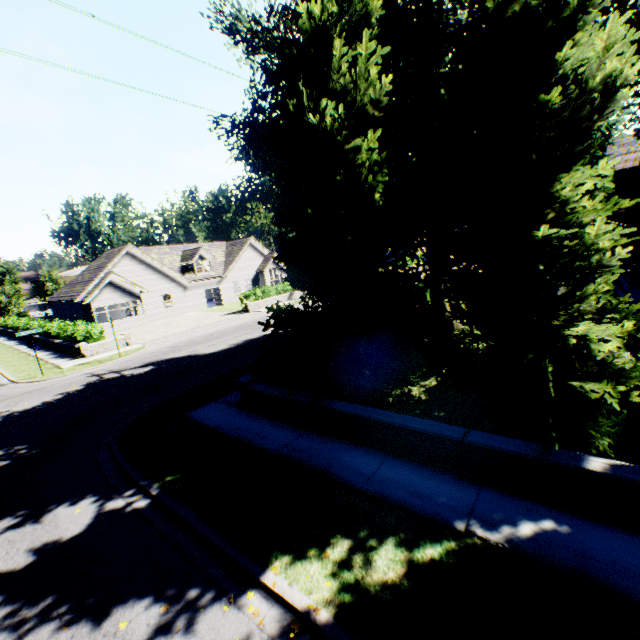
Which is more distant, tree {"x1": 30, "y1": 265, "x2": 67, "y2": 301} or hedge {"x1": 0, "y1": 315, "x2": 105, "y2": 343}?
tree {"x1": 30, "y1": 265, "x2": 67, "y2": 301}

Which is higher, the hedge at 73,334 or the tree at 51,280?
the tree at 51,280

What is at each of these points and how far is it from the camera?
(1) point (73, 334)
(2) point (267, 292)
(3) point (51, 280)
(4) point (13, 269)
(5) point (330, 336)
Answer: (1) hedge, 22.4m
(2) hedge, 32.1m
(3) tree, 48.2m
(4) plant, 49.3m
(5) tree, 8.0m

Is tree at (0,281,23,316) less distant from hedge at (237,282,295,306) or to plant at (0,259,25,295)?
plant at (0,259,25,295)

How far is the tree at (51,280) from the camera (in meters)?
47.66

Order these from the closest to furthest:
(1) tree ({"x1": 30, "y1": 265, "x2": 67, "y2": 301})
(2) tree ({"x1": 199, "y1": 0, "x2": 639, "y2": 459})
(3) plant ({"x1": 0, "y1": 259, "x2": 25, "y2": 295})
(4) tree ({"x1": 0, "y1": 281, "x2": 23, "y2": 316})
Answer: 1. (2) tree ({"x1": 199, "y1": 0, "x2": 639, "y2": 459})
2. (4) tree ({"x1": 0, "y1": 281, "x2": 23, "y2": 316})
3. (1) tree ({"x1": 30, "y1": 265, "x2": 67, "y2": 301})
4. (3) plant ({"x1": 0, "y1": 259, "x2": 25, "y2": 295})

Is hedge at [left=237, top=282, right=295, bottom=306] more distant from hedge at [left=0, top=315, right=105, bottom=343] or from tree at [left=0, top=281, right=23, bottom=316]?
tree at [left=0, top=281, right=23, bottom=316]

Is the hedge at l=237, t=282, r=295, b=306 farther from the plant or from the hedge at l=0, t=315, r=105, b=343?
the plant
